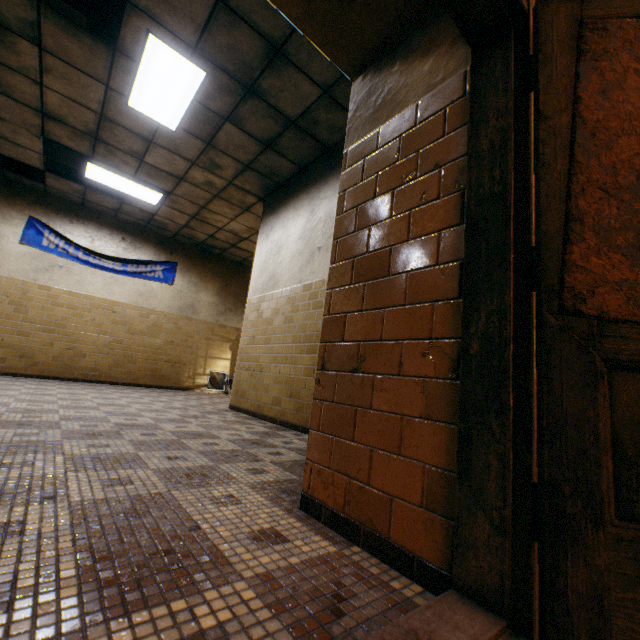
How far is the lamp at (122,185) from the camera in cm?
601

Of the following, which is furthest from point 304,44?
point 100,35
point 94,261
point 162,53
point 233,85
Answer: point 94,261

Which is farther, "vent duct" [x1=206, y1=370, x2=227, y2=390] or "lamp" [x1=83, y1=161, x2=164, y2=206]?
"vent duct" [x1=206, y1=370, x2=227, y2=390]

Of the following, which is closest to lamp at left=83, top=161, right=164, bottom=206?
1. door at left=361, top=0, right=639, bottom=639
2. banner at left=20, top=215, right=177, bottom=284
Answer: banner at left=20, top=215, right=177, bottom=284

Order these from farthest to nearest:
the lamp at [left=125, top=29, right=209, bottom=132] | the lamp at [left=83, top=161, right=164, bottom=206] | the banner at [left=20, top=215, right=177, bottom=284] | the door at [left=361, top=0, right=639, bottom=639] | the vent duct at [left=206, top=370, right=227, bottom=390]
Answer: Answer: the vent duct at [left=206, top=370, right=227, bottom=390] < the banner at [left=20, top=215, right=177, bottom=284] < the lamp at [left=83, top=161, right=164, bottom=206] < the lamp at [left=125, top=29, right=209, bottom=132] < the door at [left=361, top=0, right=639, bottom=639]

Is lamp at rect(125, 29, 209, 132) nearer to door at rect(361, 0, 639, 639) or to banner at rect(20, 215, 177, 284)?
door at rect(361, 0, 639, 639)

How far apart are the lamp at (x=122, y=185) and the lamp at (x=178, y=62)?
2.0 meters

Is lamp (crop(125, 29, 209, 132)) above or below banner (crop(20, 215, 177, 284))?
above
